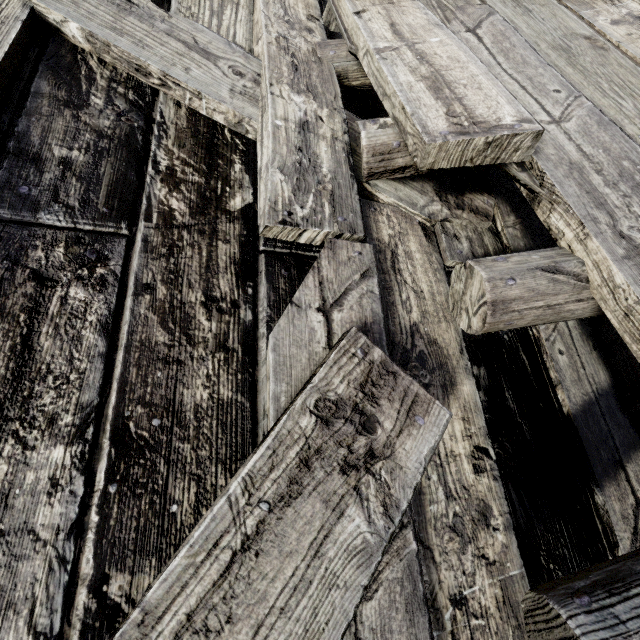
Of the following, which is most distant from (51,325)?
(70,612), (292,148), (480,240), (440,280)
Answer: (480,240)
